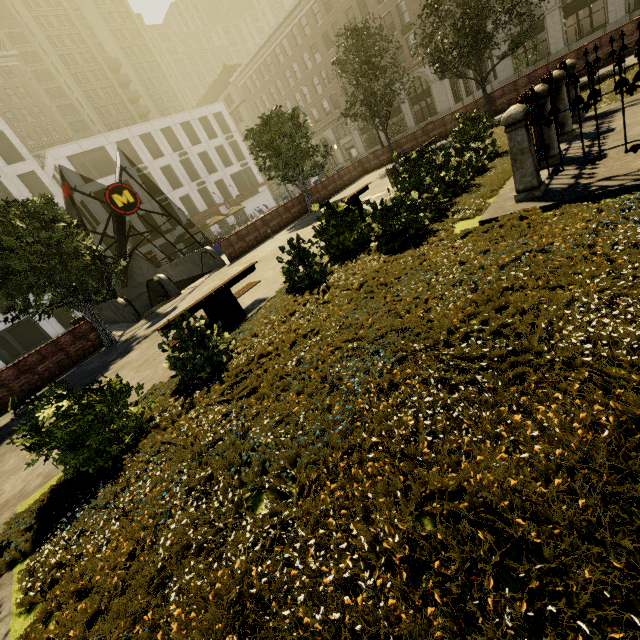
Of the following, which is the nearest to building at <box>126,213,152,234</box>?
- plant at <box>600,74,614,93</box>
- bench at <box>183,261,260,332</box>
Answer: bench at <box>183,261,260,332</box>

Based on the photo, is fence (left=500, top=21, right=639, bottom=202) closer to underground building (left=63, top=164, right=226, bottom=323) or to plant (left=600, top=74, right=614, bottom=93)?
plant (left=600, top=74, right=614, bottom=93)

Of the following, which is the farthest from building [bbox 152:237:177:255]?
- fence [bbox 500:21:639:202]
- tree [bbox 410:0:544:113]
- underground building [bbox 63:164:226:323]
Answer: fence [bbox 500:21:639:202]

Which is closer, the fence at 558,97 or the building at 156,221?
the fence at 558,97

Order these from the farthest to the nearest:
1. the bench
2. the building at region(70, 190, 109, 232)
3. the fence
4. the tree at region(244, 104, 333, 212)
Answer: the building at region(70, 190, 109, 232), the tree at region(244, 104, 333, 212), the bench, the fence

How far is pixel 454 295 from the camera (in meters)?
3.80

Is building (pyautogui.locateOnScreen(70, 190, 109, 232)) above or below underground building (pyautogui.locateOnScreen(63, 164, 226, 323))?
above

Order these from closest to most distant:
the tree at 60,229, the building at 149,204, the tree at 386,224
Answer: the tree at 386,224 < the tree at 60,229 < the building at 149,204
